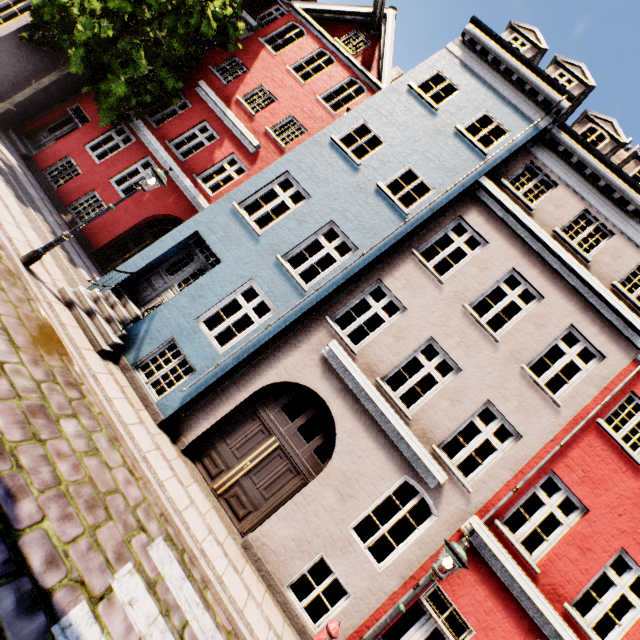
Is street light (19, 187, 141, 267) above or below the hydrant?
below

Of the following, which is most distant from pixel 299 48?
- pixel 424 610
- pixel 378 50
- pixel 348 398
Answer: pixel 424 610

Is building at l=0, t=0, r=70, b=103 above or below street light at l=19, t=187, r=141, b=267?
above

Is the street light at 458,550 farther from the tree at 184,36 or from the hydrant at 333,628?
the tree at 184,36

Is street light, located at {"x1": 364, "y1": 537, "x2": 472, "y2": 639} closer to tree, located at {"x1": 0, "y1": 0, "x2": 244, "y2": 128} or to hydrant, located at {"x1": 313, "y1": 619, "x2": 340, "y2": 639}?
hydrant, located at {"x1": 313, "y1": 619, "x2": 340, "y2": 639}

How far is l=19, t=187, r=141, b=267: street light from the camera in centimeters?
709cm

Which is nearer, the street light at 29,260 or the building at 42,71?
the street light at 29,260

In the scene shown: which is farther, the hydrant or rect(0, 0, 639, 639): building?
rect(0, 0, 639, 639): building
